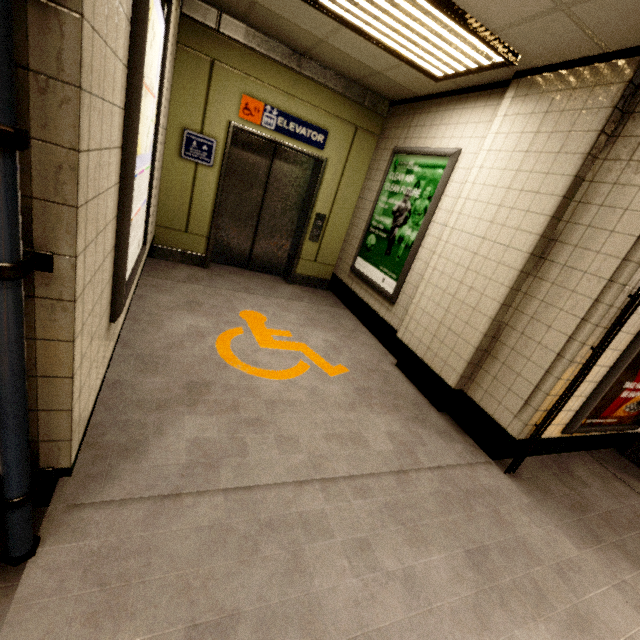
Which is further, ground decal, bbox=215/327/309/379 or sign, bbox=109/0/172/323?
ground decal, bbox=215/327/309/379

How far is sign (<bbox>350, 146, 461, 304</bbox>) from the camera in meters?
3.6

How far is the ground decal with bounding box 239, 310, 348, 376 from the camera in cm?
329

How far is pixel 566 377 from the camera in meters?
2.3

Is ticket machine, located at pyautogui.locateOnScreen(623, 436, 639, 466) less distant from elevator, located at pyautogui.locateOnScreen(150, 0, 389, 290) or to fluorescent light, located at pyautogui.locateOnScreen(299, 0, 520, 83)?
fluorescent light, located at pyautogui.locateOnScreen(299, 0, 520, 83)

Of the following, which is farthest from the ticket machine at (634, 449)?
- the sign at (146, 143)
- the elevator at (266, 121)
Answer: the sign at (146, 143)

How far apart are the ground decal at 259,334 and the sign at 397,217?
1.15m

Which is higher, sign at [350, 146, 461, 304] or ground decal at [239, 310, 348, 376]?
sign at [350, 146, 461, 304]
